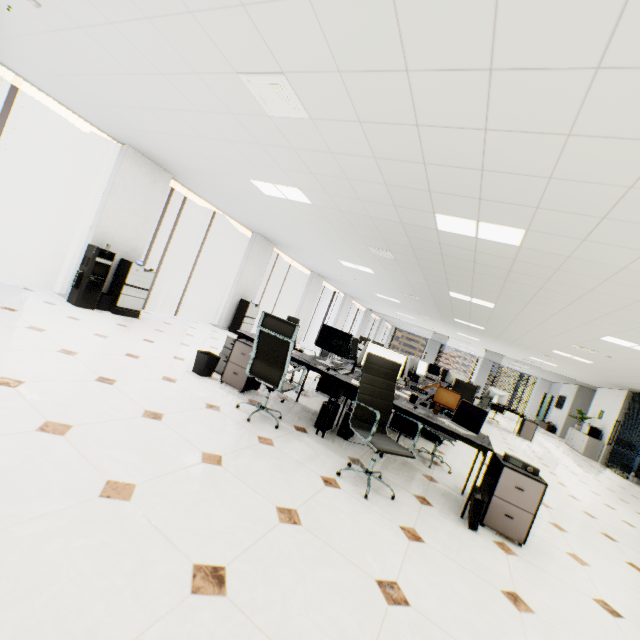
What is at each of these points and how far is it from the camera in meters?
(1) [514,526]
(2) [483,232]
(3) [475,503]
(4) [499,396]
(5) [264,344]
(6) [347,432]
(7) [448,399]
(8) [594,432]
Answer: (1) rolling cabinet, 3.0 m
(2) light, 3.9 m
(3) briefcase, 3.0 m
(4) monitor, 11.1 m
(5) chair, 3.5 m
(6) computer base unit, 4.1 m
(7) cardboard box, 5.6 m
(8) printer, 13.0 m

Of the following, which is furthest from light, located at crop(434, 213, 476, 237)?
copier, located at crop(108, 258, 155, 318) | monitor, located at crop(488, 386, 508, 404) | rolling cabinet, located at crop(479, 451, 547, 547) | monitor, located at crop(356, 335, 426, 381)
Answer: monitor, located at crop(488, 386, 508, 404)

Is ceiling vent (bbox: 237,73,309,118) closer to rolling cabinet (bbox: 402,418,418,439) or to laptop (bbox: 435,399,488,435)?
laptop (bbox: 435,399,488,435)

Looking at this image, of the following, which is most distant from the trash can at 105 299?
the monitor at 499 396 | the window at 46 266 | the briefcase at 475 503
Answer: the monitor at 499 396

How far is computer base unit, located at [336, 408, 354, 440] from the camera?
4.06m

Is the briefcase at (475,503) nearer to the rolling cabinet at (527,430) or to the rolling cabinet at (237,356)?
the rolling cabinet at (237,356)

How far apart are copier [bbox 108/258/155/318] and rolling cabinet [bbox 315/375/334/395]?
3.9 meters

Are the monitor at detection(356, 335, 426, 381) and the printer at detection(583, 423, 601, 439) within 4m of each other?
no
